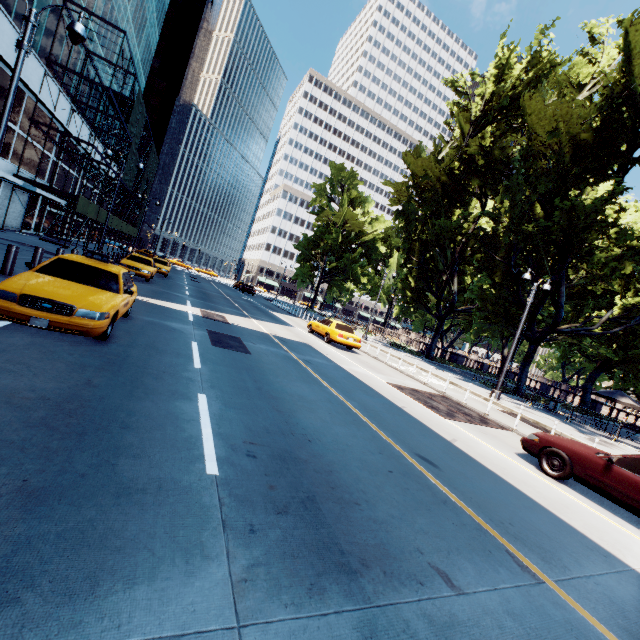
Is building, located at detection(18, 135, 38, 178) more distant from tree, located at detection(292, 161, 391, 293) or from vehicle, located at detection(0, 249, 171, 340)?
tree, located at detection(292, 161, 391, 293)

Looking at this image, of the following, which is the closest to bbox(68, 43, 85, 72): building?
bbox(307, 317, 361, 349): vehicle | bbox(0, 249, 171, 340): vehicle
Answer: bbox(0, 249, 171, 340): vehicle

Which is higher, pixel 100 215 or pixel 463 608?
pixel 100 215

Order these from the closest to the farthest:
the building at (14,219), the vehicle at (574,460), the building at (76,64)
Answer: the vehicle at (574,460) → the building at (14,219) → the building at (76,64)

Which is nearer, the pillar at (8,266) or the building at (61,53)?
the pillar at (8,266)

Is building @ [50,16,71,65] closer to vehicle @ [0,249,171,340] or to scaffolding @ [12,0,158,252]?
scaffolding @ [12,0,158,252]

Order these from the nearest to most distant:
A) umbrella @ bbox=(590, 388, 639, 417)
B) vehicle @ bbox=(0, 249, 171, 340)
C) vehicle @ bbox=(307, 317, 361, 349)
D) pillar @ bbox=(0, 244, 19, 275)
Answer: vehicle @ bbox=(0, 249, 171, 340), pillar @ bbox=(0, 244, 19, 275), vehicle @ bbox=(307, 317, 361, 349), umbrella @ bbox=(590, 388, 639, 417)

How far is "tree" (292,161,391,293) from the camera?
51.03m
